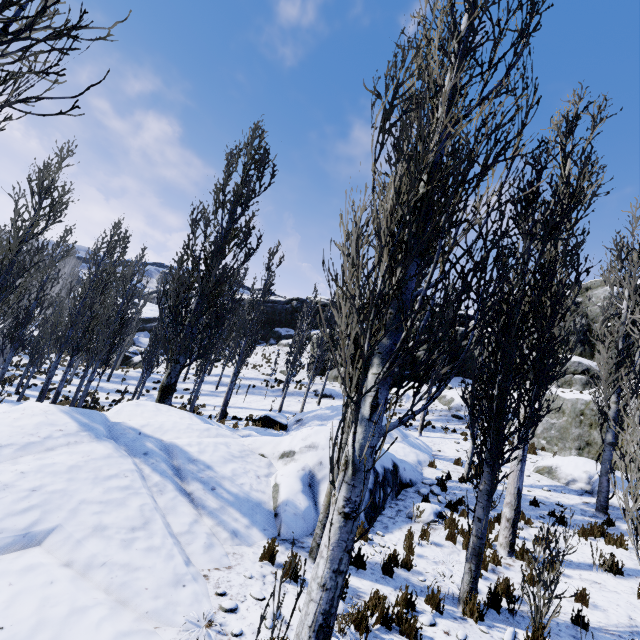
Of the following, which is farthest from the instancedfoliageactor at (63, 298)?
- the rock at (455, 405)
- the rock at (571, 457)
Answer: the rock at (455, 405)

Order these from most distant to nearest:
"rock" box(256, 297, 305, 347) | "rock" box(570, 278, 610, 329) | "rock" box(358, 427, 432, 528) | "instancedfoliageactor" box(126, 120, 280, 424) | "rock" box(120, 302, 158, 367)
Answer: "rock" box(256, 297, 305, 347) → "rock" box(120, 302, 158, 367) → "rock" box(570, 278, 610, 329) → "instancedfoliageactor" box(126, 120, 280, 424) → "rock" box(358, 427, 432, 528)

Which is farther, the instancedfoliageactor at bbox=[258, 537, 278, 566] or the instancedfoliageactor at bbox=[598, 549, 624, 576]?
the instancedfoliageactor at bbox=[598, 549, 624, 576]

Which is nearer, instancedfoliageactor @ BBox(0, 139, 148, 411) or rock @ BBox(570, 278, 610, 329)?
instancedfoliageactor @ BBox(0, 139, 148, 411)

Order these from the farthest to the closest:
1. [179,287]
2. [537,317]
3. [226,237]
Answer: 1. [226,237]
2. [179,287]
3. [537,317]

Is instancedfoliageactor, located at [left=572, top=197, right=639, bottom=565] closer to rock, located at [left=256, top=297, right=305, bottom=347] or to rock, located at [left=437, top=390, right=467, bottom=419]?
rock, located at [left=256, top=297, right=305, bottom=347]

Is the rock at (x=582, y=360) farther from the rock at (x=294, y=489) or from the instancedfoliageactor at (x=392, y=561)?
the rock at (x=294, y=489)
